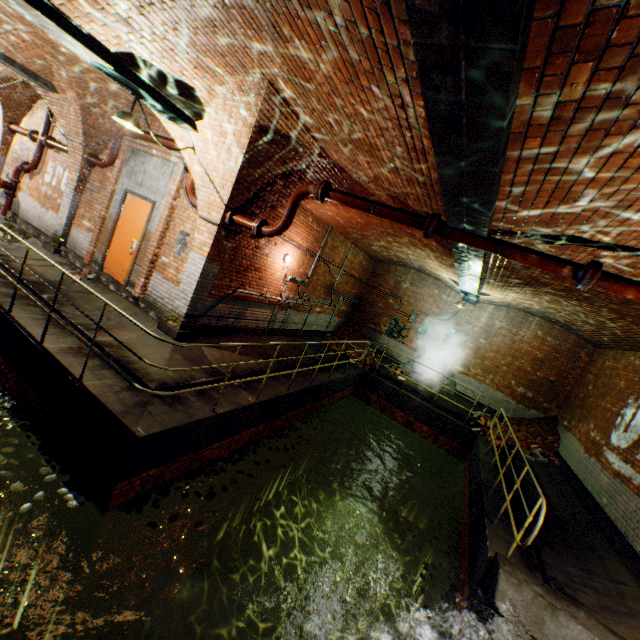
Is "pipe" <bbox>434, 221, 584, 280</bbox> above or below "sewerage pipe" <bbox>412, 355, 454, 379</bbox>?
above

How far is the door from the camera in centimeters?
773cm

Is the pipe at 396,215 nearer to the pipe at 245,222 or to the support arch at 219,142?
the support arch at 219,142

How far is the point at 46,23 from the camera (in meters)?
3.76

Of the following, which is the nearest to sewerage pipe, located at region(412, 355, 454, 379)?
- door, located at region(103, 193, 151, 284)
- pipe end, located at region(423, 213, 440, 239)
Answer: pipe end, located at region(423, 213, 440, 239)

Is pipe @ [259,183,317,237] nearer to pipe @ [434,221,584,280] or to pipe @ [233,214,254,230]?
pipe @ [233,214,254,230]

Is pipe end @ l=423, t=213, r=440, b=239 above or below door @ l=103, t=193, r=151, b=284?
above

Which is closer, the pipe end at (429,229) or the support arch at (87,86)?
the pipe end at (429,229)
